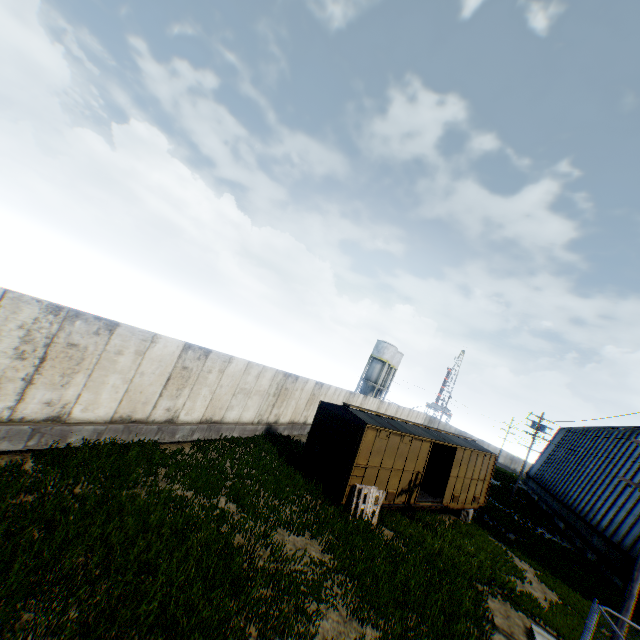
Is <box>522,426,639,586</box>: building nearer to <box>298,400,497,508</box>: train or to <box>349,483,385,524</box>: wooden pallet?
<box>298,400,497,508</box>: train

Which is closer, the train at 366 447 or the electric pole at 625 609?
the electric pole at 625 609

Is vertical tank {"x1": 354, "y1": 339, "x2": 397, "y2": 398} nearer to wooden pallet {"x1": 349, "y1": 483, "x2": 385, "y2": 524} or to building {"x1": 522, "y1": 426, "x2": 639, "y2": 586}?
building {"x1": 522, "y1": 426, "x2": 639, "y2": 586}

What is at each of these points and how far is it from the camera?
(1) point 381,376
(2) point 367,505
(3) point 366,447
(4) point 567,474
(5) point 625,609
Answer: (1) vertical tank, 56.2m
(2) wooden pallet, 12.9m
(3) train, 13.3m
(4) building, 37.7m
(5) electric pole, 10.2m

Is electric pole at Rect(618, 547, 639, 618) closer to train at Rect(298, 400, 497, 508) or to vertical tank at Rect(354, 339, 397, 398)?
train at Rect(298, 400, 497, 508)

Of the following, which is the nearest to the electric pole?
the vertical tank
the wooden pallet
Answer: the wooden pallet

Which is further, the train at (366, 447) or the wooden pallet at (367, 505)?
the train at (366, 447)

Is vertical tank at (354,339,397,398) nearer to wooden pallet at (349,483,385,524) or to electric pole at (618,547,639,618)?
wooden pallet at (349,483,385,524)
